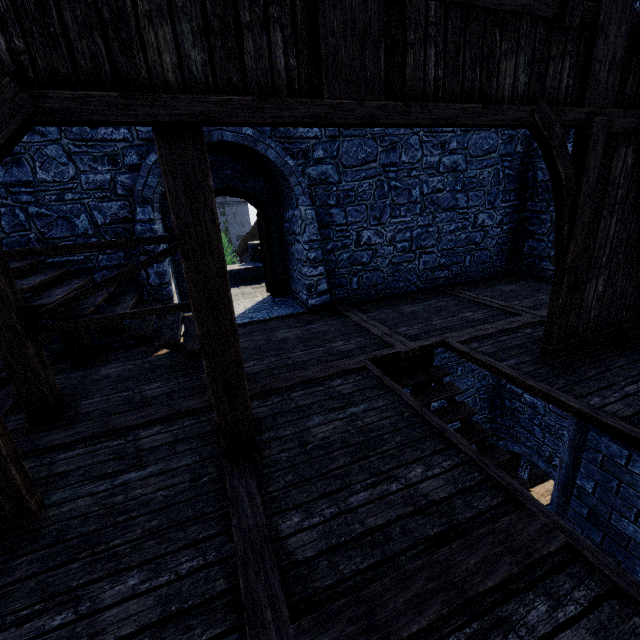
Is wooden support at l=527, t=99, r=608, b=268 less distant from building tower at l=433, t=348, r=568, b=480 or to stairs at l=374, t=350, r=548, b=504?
stairs at l=374, t=350, r=548, b=504

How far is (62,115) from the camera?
1.99m

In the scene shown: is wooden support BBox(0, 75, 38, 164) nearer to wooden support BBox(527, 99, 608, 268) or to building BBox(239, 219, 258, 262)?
wooden support BBox(527, 99, 608, 268)

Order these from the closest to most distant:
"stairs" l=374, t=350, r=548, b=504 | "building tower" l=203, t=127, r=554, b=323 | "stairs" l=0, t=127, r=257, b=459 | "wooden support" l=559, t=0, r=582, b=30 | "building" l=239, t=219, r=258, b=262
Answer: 1. "stairs" l=0, t=127, r=257, b=459
2. "wooden support" l=559, t=0, r=582, b=30
3. "stairs" l=374, t=350, r=548, b=504
4. "building tower" l=203, t=127, r=554, b=323
5. "building" l=239, t=219, r=258, b=262

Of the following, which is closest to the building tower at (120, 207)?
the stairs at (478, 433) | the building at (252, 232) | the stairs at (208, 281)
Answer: the stairs at (208, 281)

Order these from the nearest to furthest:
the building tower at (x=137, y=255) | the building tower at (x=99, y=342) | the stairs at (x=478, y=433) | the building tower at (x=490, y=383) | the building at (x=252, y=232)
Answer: the stairs at (x=478, y=433) → the building tower at (x=137, y=255) → the building tower at (x=99, y=342) → the building tower at (x=490, y=383) → the building at (x=252, y=232)

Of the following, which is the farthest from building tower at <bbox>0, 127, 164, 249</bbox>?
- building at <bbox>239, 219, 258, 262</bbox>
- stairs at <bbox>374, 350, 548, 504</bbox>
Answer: building at <bbox>239, 219, 258, 262</bbox>

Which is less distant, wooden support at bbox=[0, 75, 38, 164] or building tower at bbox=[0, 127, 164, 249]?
wooden support at bbox=[0, 75, 38, 164]
